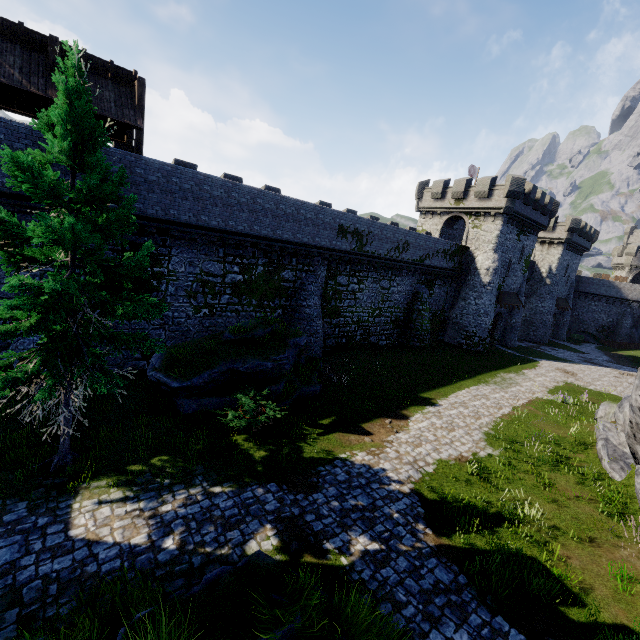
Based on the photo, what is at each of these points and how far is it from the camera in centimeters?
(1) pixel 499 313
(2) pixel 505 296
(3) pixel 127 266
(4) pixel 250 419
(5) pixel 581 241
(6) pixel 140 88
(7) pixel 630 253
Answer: (1) building, 3688cm
(2) awning, 3484cm
(3) tree, 853cm
(4) bush, 1190cm
(5) building, 4591cm
(6) wooden support, 1428cm
(7) building tower, 5491cm

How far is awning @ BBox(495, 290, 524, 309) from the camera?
33.9m

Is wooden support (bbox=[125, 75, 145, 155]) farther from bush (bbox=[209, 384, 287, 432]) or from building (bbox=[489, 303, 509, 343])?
building (bbox=[489, 303, 509, 343])

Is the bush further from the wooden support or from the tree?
the wooden support

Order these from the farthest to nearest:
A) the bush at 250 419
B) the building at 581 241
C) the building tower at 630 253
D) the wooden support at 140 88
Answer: the building tower at 630 253
the building at 581 241
the wooden support at 140 88
the bush at 250 419

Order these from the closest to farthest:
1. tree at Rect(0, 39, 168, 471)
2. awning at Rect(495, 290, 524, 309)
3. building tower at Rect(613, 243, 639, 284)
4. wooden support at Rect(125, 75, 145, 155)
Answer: tree at Rect(0, 39, 168, 471) < wooden support at Rect(125, 75, 145, 155) < awning at Rect(495, 290, 524, 309) < building tower at Rect(613, 243, 639, 284)

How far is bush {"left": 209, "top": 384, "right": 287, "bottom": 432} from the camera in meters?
11.8 m

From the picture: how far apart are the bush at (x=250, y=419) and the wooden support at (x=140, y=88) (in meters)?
11.17
